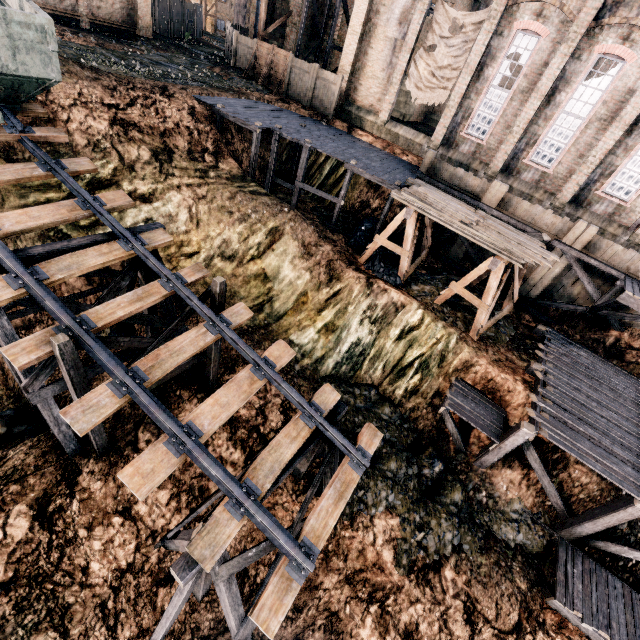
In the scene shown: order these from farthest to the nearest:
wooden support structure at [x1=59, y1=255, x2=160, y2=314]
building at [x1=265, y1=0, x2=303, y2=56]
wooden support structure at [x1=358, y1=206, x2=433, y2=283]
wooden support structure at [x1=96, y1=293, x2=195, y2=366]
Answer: building at [x1=265, y1=0, x2=303, y2=56] → wooden support structure at [x1=358, y1=206, x2=433, y2=283] → wooden support structure at [x1=59, y1=255, x2=160, y2=314] → wooden support structure at [x1=96, y1=293, x2=195, y2=366]

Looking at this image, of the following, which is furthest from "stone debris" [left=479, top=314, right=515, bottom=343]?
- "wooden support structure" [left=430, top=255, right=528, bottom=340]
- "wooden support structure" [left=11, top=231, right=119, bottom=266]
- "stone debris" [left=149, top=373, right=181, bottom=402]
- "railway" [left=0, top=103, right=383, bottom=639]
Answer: "stone debris" [left=149, top=373, right=181, bottom=402]

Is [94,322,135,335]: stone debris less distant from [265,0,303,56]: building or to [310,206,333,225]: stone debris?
[310,206,333,225]: stone debris

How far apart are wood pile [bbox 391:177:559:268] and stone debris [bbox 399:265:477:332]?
3.5m

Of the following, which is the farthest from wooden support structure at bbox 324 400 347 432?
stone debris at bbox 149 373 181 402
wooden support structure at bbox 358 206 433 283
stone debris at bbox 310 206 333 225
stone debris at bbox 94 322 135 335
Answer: stone debris at bbox 310 206 333 225

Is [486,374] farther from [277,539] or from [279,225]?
[279,225]

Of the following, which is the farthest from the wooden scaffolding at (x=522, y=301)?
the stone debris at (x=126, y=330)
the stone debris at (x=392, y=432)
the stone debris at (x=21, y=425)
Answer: the stone debris at (x=21, y=425)

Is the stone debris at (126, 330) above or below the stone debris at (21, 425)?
above
